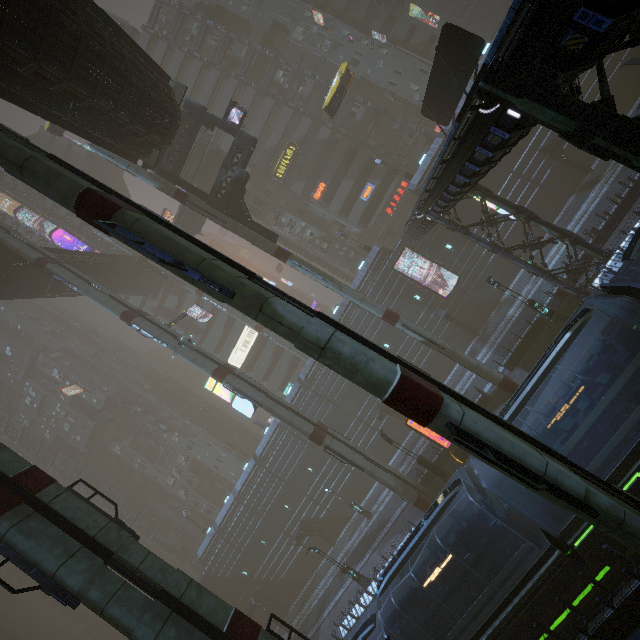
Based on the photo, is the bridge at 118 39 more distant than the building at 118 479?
No

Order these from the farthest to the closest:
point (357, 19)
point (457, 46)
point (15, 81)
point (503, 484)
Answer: point (357, 19) < point (457, 46) < point (15, 81) < point (503, 484)

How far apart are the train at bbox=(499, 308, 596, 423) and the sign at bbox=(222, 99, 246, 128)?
24.59m

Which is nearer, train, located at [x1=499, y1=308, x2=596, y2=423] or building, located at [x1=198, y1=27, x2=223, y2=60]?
train, located at [x1=499, y1=308, x2=596, y2=423]

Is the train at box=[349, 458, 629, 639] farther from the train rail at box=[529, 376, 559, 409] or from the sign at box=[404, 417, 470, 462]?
the sign at box=[404, 417, 470, 462]

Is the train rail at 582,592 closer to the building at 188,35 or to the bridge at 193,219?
the building at 188,35

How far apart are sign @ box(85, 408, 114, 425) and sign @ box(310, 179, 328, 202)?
49.7 meters

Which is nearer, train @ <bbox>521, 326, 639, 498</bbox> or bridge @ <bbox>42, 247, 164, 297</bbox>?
train @ <bbox>521, 326, 639, 498</bbox>
